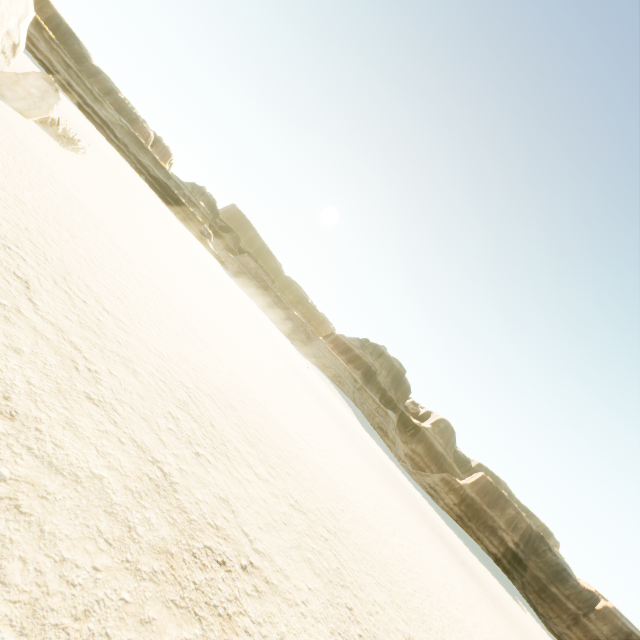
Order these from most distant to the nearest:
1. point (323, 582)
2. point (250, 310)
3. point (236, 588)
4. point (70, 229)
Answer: point (250, 310) < point (70, 229) < point (323, 582) < point (236, 588)
